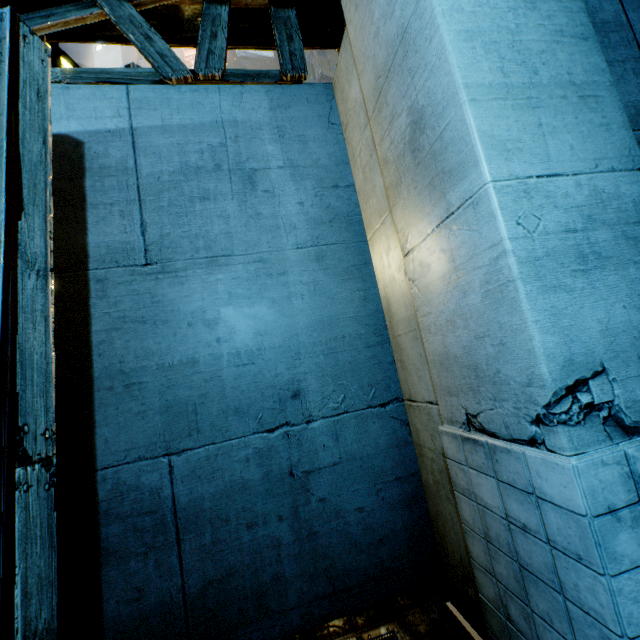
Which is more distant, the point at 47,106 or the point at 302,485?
the point at 302,485
